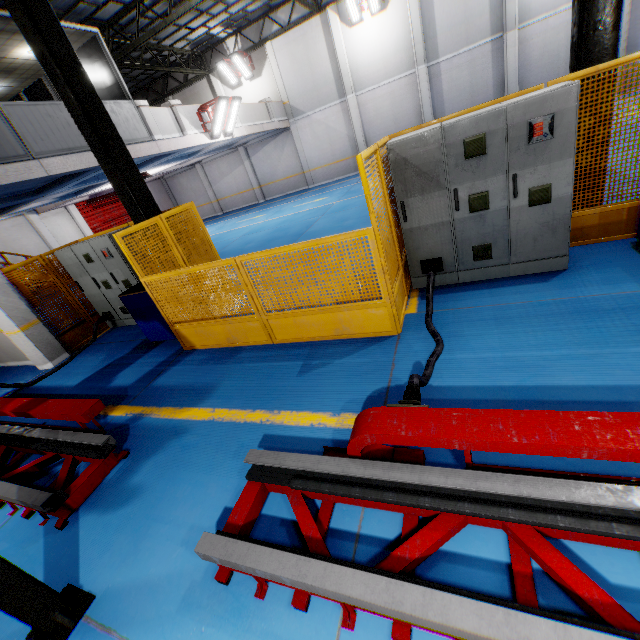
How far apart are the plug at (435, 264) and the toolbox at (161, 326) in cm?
458

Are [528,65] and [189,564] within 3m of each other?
no

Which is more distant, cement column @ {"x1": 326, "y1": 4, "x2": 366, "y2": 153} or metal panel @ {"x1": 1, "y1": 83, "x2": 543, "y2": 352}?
cement column @ {"x1": 326, "y1": 4, "x2": 366, "y2": 153}

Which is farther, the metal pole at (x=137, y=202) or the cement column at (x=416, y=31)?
the cement column at (x=416, y=31)

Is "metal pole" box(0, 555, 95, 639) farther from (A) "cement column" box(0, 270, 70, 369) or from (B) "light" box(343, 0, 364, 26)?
(B) "light" box(343, 0, 364, 26)

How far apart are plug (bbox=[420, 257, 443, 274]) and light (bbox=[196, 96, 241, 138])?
A: 11.9 meters

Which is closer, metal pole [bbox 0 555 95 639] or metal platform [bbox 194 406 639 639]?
metal platform [bbox 194 406 639 639]

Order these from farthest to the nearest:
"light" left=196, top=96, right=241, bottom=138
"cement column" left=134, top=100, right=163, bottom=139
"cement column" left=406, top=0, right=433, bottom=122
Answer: "cement column" left=406, top=0, right=433, bottom=122
"light" left=196, top=96, right=241, bottom=138
"cement column" left=134, top=100, right=163, bottom=139
